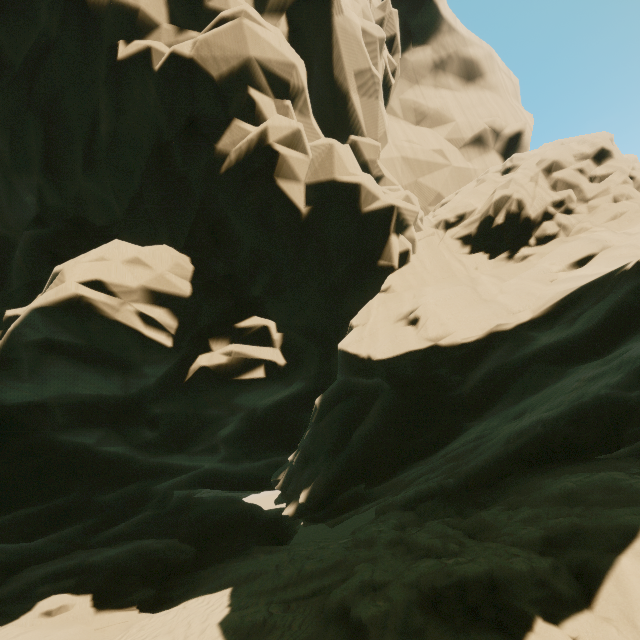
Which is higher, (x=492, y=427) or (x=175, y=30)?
(x=175, y=30)
